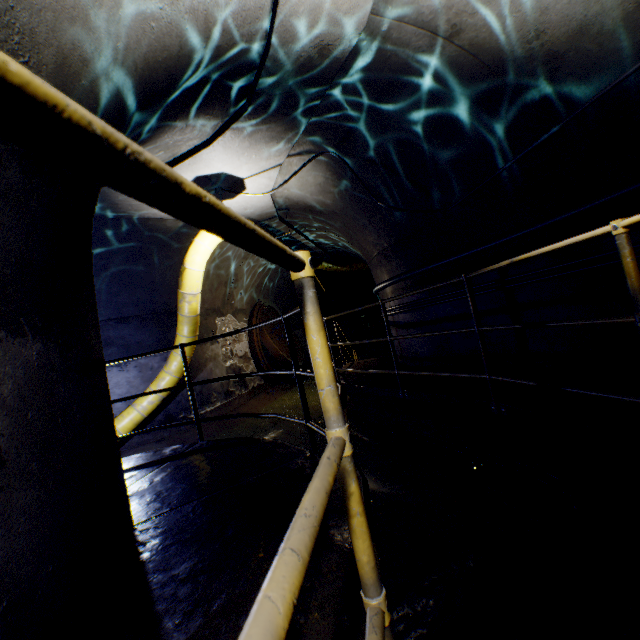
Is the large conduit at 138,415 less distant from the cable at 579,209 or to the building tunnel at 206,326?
the building tunnel at 206,326

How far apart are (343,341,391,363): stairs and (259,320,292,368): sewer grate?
2.0 meters

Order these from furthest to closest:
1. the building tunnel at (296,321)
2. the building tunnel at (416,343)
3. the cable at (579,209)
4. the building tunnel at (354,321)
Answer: the building tunnel at (354,321) < the building tunnel at (296,321) < the building tunnel at (416,343) < the cable at (579,209)

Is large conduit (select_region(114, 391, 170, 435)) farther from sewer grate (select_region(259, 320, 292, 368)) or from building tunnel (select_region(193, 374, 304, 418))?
sewer grate (select_region(259, 320, 292, 368))

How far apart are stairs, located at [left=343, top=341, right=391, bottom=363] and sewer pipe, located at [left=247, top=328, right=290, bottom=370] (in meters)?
2.80

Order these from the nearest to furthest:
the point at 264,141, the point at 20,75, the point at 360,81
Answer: the point at 20,75
the point at 360,81
the point at 264,141

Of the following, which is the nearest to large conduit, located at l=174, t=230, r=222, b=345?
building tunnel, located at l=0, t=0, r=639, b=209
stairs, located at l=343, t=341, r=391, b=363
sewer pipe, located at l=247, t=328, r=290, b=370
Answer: building tunnel, located at l=0, t=0, r=639, b=209

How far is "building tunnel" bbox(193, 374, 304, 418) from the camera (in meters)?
7.91
